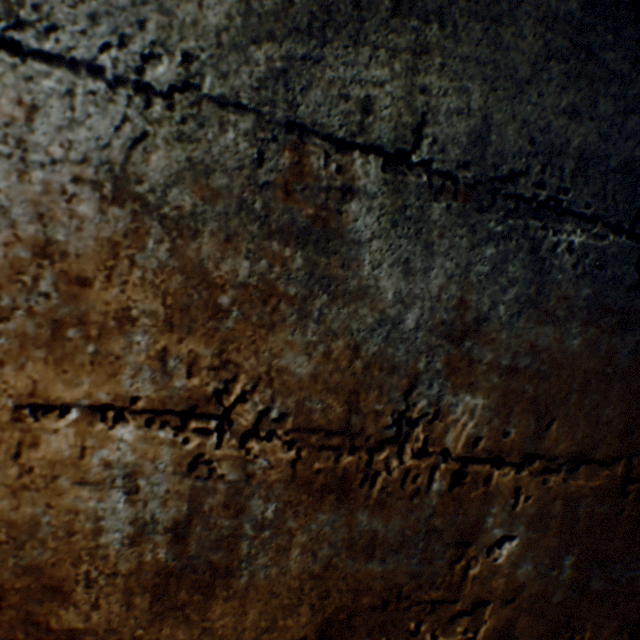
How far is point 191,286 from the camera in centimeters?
34cm
